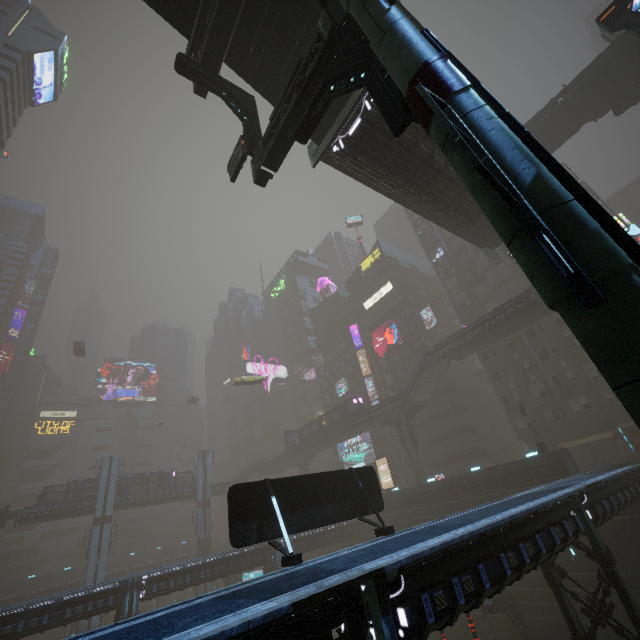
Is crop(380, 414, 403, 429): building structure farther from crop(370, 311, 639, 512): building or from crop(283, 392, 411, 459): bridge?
crop(370, 311, 639, 512): building

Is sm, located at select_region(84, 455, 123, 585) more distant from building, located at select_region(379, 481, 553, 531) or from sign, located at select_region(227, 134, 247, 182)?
sign, located at select_region(227, 134, 247, 182)

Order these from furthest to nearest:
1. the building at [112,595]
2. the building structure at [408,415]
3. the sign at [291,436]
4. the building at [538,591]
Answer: the sign at [291,436] < the building structure at [408,415] < the building at [112,595] < the building at [538,591]

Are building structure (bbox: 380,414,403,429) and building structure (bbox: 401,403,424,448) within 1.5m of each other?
yes

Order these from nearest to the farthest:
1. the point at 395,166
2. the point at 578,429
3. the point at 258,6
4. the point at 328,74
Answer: the point at 328,74
the point at 258,6
the point at 395,166
the point at 578,429

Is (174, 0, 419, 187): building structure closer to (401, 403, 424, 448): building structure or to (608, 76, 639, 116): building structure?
(608, 76, 639, 116): building structure

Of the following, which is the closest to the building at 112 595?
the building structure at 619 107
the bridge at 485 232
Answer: the bridge at 485 232

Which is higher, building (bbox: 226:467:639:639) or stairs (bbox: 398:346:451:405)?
stairs (bbox: 398:346:451:405)
